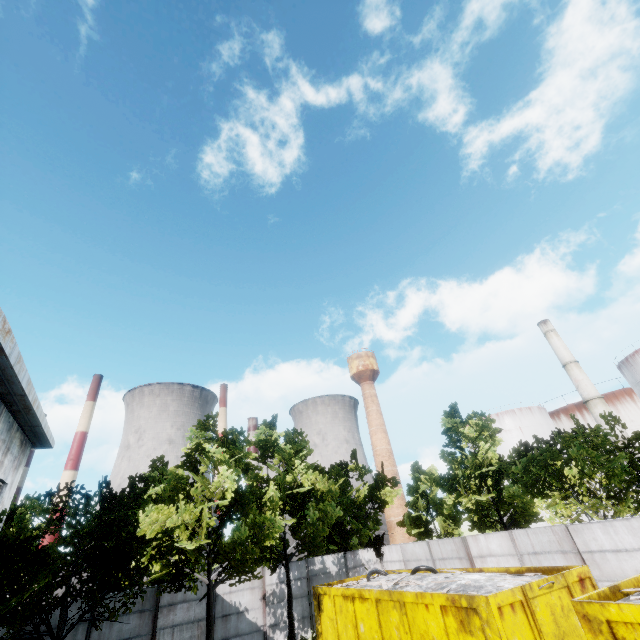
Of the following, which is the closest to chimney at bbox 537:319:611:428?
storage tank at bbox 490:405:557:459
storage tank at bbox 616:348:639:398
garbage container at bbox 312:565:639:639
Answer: storage tank at bbox 616:348:639:398

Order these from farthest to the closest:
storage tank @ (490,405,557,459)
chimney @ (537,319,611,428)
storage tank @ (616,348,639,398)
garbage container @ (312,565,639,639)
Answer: storage tank @ (490,405,557,459), chimney @ (537,319,611,428), storage tank @ (616,348,639,398), garbage container @ (312,565,639,639)

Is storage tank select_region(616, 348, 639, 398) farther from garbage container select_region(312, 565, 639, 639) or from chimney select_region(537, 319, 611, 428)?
garbage container select_region(312, 565, 639, 639)

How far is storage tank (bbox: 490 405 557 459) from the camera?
46.1m

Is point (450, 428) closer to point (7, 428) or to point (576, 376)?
point (7, 428)

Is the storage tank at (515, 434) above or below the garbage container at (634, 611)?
above

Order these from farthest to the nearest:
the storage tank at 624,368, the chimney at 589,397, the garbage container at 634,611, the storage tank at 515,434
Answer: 1. the storage tank at 515,434
2. the chimney at 589,397
3. the storage tank at 624,368
4. the garbage container at 634,611
